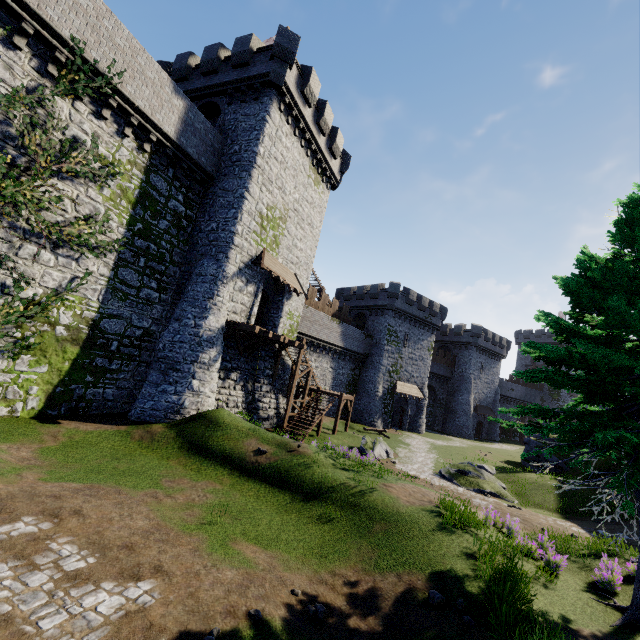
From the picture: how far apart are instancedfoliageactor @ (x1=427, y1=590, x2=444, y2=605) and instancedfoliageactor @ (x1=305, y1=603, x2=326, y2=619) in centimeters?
211cm

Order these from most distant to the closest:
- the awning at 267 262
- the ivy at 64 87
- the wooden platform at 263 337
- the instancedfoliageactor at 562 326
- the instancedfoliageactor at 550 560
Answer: the awning at 267 262 → the wooden platform at 263 337 → the ivy at 64 87 → the instancedfoliageactor at 562 326 → the instancedfoliageactor at 550 560

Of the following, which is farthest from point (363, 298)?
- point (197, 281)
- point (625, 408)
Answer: point (625, 408)

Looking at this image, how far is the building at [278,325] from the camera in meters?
22.6 m

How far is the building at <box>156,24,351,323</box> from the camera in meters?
18.0

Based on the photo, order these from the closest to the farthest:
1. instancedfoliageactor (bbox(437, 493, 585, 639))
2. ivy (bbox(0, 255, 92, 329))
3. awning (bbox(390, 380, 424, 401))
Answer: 1. instancedfoliageactor (bbox(437, 493, 585, 639))
2. ivy (bbox(0, 255, 92, 329))
3. awning (bbox(390, 380, 424, 401))

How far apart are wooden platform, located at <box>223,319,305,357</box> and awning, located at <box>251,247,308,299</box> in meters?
3.1

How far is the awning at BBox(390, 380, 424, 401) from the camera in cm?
3834
